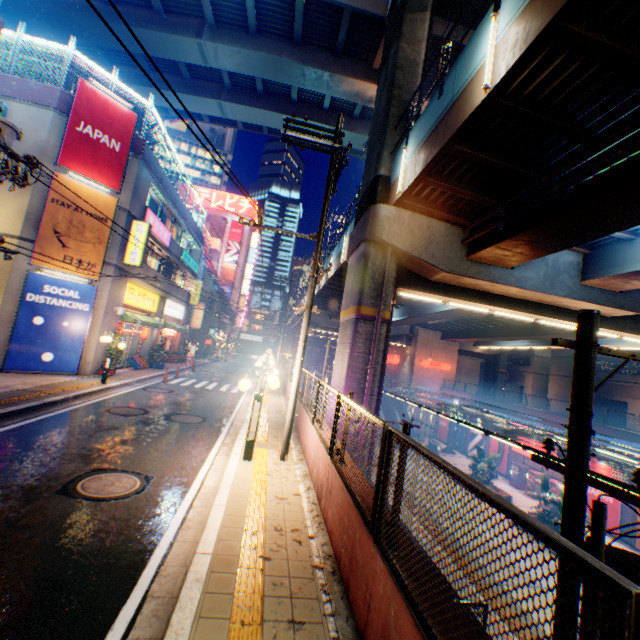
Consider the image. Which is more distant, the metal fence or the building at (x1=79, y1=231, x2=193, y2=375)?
the building at (x1=79, y1=231, x2=193, y2=375)

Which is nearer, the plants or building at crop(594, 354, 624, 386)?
the plants

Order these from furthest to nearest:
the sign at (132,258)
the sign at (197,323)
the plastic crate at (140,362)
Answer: the sign at (197,323) < the plastic crate at (140,362) < the sign at (132,258)

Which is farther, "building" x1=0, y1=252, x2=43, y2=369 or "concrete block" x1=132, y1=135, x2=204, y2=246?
"concrete block" x1=132, y1=135, x2=204, y2=246

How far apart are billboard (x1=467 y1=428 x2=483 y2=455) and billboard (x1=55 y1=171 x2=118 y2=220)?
37.3 meters

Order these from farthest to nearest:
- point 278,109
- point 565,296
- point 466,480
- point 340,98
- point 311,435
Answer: point 278,109
point 340,98
point 565,296
point 311,435
point 466,480

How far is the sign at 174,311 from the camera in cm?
2552

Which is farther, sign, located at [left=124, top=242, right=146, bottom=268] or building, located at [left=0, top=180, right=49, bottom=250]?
sign, located at [left=124, top=242, right=146, bottom=268]
